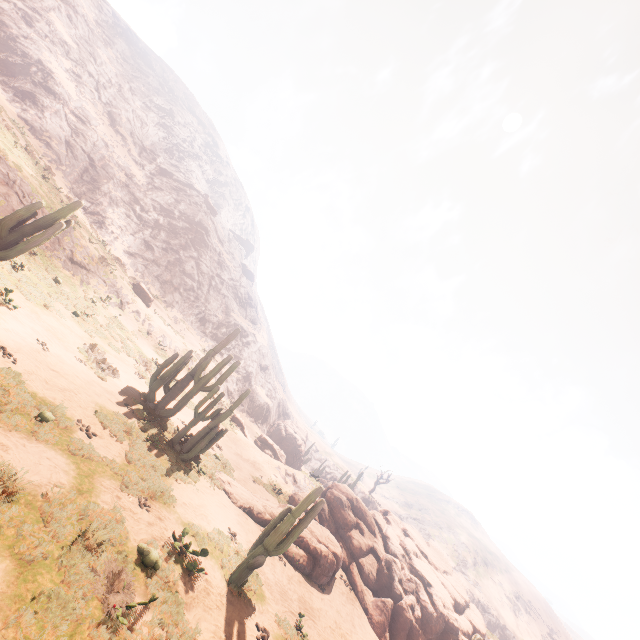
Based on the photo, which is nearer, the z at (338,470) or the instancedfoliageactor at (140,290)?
the instancedfoliageactor at (140,290)

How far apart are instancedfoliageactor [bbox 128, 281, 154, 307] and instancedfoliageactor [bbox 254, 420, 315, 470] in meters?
24.3

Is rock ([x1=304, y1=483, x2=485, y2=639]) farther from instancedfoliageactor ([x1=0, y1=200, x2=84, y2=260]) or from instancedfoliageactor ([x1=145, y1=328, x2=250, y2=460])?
instancedfoliageactor ([x1=0, y1=200, x2=84, y2=260])

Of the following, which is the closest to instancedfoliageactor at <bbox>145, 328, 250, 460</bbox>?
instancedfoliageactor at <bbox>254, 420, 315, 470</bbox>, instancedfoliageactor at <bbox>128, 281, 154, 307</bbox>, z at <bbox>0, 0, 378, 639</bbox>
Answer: instancedfoliageactor at <bbox>128, 281, 154, 307</bbox>

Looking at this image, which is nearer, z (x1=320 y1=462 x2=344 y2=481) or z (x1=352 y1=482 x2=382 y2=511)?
z (x1=352 y1=482 x2=382 y2=511)

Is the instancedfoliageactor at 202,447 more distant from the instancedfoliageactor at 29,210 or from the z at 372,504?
the z at 372,504

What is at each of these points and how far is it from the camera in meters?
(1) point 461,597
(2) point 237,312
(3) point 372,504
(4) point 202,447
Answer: (1) rock, 20.0
(2) z, 54.1
(3) z, 54.8
(4) instancedfoliageactor, 13.4

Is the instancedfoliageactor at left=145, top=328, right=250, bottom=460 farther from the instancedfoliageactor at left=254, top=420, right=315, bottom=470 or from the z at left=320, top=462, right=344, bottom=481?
the z at left=320, top=462, right=344, bottom=481
